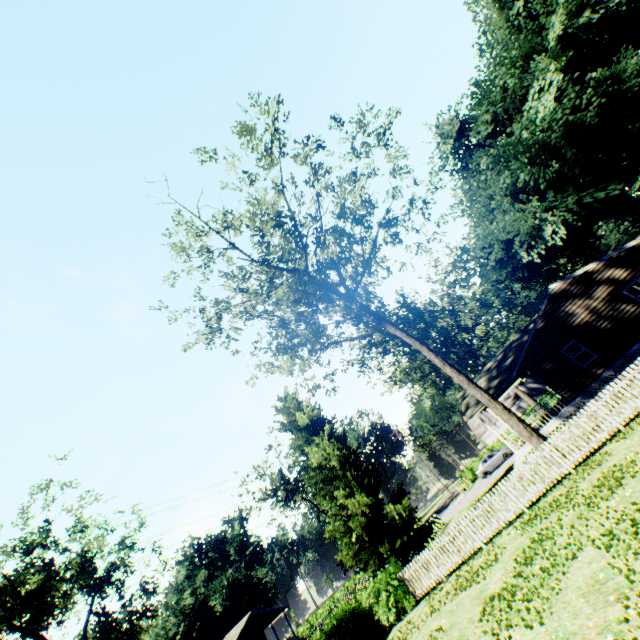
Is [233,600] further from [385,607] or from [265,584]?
[385,607]

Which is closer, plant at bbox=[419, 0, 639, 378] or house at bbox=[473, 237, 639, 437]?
house at bbox=[473, 237, 639, 437]

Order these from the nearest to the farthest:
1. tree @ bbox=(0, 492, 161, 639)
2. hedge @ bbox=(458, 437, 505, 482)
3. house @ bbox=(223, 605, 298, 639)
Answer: tree @ bbox=(0, 492, 161, 639) → house @ bbox=(223, 605, 298, 639) → hedge @ bbox=(458, 437, 505, 482)

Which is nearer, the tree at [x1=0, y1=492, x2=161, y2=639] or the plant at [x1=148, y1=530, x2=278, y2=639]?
the tree at [x1=0, y1=492, x2=161, y2=639]

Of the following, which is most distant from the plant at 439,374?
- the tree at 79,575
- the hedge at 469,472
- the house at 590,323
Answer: the hedge at 469,472

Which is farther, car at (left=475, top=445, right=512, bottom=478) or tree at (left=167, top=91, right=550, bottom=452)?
car at (left=475, top=445, right=512, bottom=478)

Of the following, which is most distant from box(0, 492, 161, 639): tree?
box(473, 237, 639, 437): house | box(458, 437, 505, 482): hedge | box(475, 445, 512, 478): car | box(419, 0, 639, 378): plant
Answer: box(458, 437, 505, 482): hedge

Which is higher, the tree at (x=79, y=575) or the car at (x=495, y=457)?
the tree at (x=79, y=575)
